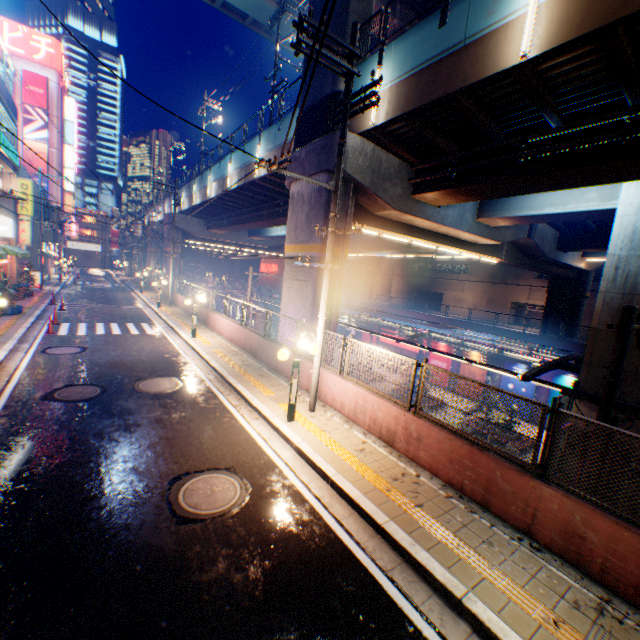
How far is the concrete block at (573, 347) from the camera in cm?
2402

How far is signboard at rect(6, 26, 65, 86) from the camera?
43.53m

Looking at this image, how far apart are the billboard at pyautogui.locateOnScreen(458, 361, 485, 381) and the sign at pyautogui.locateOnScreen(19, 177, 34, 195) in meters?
36.3

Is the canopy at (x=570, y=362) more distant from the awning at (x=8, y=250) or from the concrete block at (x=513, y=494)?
the awning at (x=8, y=250)

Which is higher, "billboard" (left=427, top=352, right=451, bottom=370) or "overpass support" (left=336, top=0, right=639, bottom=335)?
"overpass support" (left=336, top=0, right=639, bottom=335)

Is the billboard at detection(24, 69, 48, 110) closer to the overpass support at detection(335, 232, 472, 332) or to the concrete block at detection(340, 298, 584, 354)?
the overpass support at detection(335, 232, 472, 332)

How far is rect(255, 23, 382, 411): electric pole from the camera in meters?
7.5

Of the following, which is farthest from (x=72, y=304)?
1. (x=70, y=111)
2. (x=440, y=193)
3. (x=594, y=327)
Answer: (x=70, y=111)
